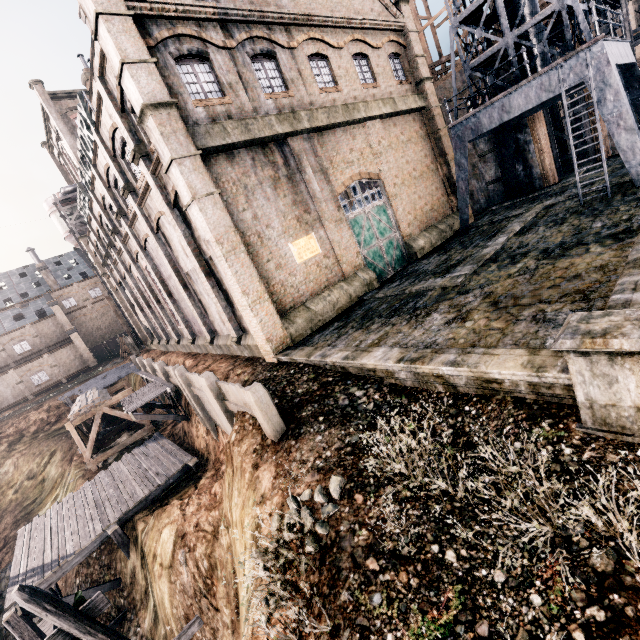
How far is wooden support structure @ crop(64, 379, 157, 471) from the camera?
24.4 meters

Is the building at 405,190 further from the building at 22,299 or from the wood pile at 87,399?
the building at 22,299

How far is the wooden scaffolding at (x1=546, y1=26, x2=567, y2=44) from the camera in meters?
24.6

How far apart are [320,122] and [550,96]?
11.68m

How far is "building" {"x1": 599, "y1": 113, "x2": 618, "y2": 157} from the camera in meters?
25.7

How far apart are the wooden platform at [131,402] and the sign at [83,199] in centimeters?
1568cm

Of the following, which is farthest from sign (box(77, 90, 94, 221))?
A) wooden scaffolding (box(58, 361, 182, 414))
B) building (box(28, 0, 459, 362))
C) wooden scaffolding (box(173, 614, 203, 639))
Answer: wooden scaffolding (box(173, 614, 203, 639))

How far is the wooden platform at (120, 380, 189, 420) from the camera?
18.97m
